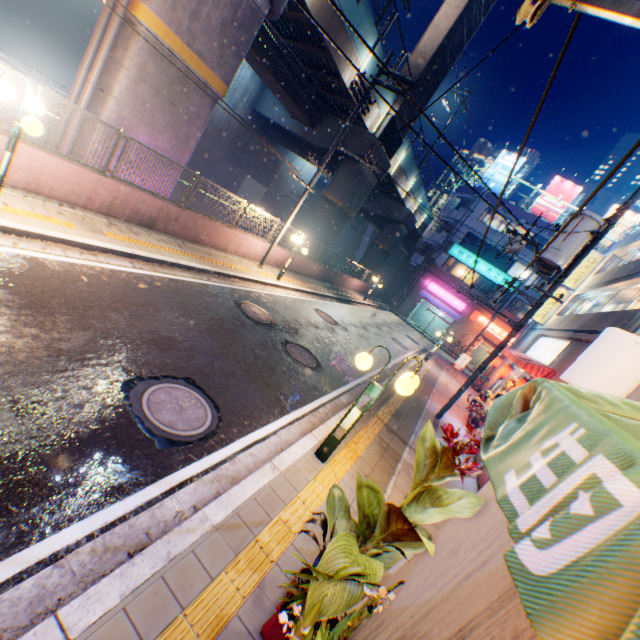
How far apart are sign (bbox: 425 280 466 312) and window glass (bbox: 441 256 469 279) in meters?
1.6 m

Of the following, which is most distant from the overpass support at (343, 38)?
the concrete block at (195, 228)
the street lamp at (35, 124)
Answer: the street lamp at (35, 124)

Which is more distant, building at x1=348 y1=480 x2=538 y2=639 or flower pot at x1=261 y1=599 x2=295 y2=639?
flower pot at x1=261 y1=599 x2=295 y2=639

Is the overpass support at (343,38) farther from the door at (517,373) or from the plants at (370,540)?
the door at (517,373)

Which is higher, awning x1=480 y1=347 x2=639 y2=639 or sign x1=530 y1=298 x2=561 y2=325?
sign x1=530 y1=298 x2=561 y2=325

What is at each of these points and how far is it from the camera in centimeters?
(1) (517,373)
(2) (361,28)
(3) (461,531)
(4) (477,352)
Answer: (1) door, 1884cm
(2) overpass support, 1430cm
(3) building, 272cm
(4) building, 3675cm

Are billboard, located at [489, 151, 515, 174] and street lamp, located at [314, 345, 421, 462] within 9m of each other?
no

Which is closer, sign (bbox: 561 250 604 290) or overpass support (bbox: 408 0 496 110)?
overpass support (bbox: 408 0 496 110)
